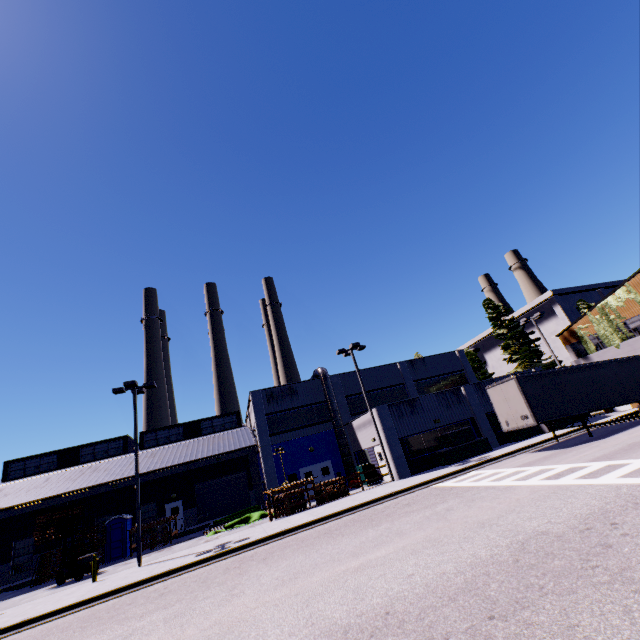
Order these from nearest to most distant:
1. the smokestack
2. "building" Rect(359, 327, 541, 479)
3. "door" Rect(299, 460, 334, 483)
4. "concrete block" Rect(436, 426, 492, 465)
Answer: "concrete block" Rect(436, 426, 492, 465)
"building" Rect(359, 327, 541, 479)
"door" Rect(299, 460, 334, 483)
the smokestack

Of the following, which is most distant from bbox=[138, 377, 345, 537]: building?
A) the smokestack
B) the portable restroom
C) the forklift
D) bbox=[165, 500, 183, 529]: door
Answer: the smokestack

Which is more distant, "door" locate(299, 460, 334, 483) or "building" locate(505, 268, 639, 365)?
"door" locate(299, 460, 334, 483)

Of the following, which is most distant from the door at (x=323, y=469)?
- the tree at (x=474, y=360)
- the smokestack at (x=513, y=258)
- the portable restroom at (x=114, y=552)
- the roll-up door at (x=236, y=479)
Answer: the smokestack at (x=513, y=258)

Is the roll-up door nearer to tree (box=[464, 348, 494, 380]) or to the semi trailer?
the semi trailer

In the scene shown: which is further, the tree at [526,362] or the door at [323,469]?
the tree at [526,362]

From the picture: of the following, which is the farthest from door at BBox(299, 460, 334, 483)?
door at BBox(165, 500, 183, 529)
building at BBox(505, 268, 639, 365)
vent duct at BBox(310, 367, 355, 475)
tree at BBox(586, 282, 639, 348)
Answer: tree at BBox(586, 282, 639, 348)

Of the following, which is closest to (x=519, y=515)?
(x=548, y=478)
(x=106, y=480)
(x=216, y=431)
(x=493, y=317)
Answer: (x=548, y=478)
